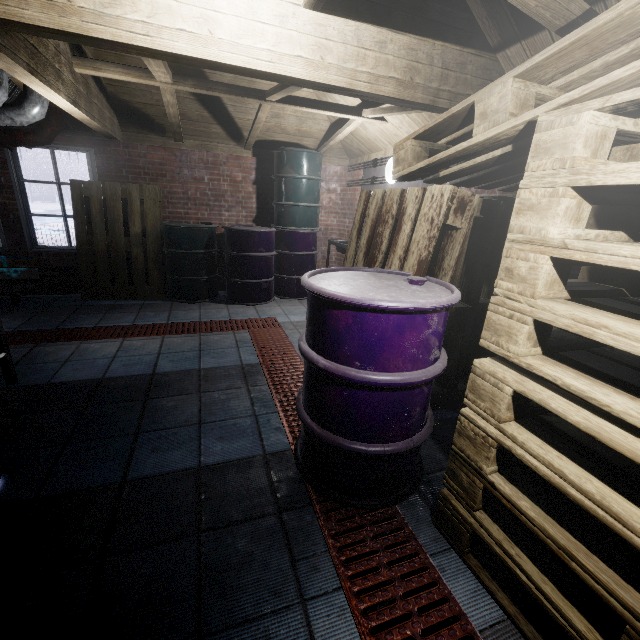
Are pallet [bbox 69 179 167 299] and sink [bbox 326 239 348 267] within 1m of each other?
no

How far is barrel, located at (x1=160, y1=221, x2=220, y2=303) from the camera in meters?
4.2 m

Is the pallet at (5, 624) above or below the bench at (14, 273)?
below

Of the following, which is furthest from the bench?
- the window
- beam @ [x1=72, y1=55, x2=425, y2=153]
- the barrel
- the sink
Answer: the sink

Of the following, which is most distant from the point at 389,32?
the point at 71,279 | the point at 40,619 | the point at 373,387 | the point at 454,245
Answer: the point at 71,279

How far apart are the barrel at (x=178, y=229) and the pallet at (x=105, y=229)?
0.0 meters

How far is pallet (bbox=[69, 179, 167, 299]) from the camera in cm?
403

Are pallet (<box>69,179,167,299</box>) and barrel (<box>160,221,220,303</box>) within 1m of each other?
yes
